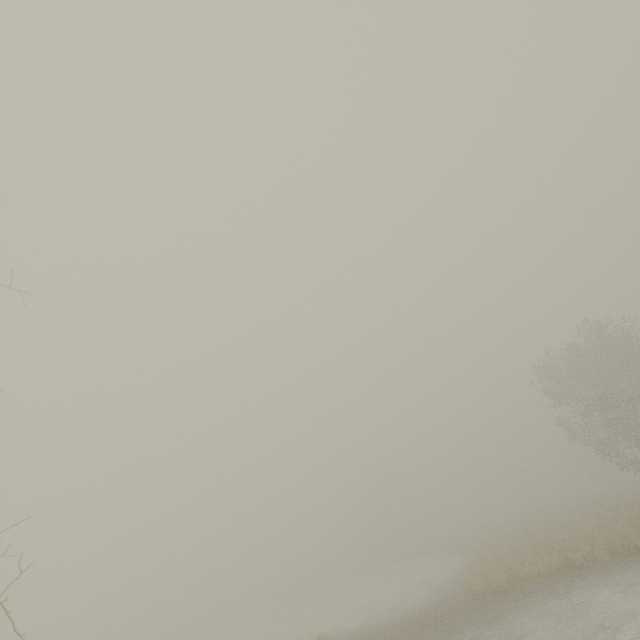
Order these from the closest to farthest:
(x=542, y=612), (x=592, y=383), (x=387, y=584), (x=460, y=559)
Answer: (x=542, y=612) < (x=592, y=383) < (x=460, y=559) < (x=387, y=584)
